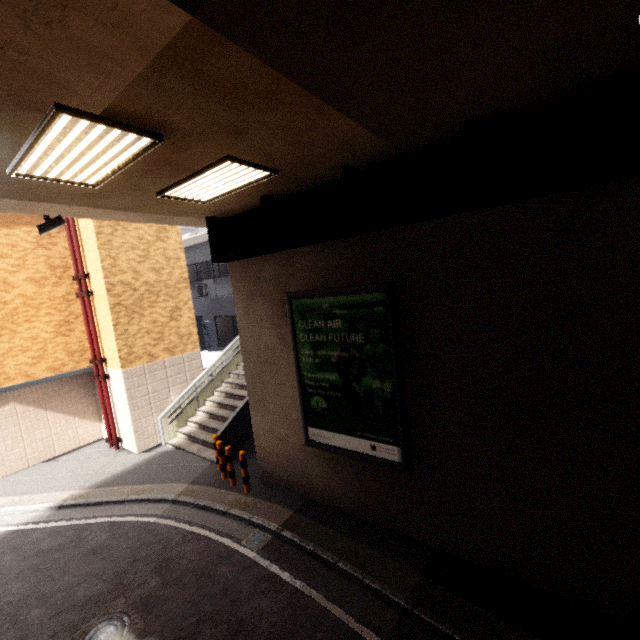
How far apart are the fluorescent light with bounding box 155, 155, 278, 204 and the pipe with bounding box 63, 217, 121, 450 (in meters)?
7.37

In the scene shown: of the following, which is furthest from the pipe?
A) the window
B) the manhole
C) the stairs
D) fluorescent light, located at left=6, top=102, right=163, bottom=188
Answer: fluorescent light, located at left=6, top=102, right=163, bottom=188

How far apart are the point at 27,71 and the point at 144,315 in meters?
10.0 m

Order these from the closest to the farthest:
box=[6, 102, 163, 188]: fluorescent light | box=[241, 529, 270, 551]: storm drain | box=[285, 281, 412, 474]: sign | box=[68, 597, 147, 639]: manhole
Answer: box=[6, 102, 163, 188]: fluorescent light < box=[68, 597, 147, 639]: manhole < box=[285, 281, 412, 474]: sign < box=[241, 529, 270, 551]: storm drain

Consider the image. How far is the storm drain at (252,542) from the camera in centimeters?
662cm

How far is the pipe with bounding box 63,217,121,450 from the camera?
10.9 meters

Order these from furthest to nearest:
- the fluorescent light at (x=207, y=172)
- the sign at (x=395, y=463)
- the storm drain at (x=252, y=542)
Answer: the storm drain at (x=252, y=542) → the sign at (x=395, y=463) → the fluorescent light at (x=207, y=172)

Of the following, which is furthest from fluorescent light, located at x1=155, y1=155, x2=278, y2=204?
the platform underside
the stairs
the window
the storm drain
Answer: the storm drain
